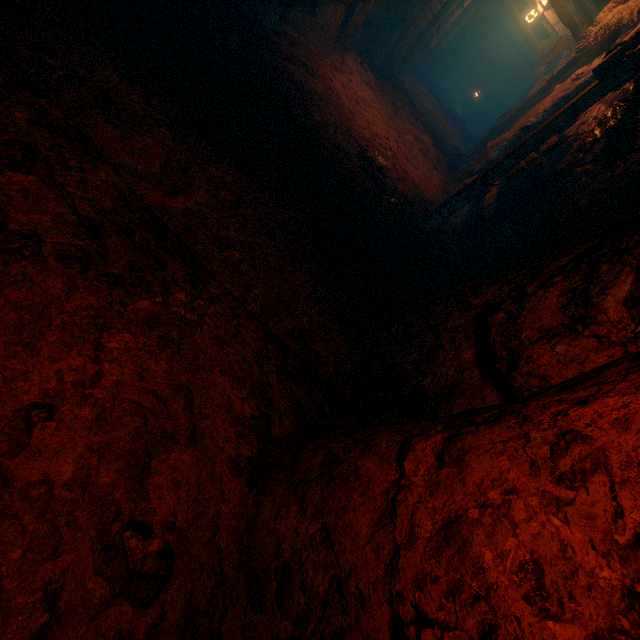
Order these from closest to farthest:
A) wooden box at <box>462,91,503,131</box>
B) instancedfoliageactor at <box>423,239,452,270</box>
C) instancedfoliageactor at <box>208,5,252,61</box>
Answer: instancedfoliageactor at <box>208,5,252,61</box> < instancedfoliageactor at <box>423,239,452,270</box> < wooden box at <box>462,91,503,131</box>

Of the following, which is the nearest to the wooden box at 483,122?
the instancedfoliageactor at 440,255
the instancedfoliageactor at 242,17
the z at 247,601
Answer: the z at 247,601

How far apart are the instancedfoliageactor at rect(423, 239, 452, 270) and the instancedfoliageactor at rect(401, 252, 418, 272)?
0.8m

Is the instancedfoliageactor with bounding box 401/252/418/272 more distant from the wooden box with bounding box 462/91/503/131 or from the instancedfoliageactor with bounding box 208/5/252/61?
the wooden box with bounding box 462/91/503/131

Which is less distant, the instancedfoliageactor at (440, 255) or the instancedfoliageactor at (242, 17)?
the instancedfoliageactor at (242, 17)

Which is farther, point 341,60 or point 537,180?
point 341,60

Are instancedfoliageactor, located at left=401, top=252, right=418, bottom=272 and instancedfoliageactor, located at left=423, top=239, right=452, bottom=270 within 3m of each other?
yes

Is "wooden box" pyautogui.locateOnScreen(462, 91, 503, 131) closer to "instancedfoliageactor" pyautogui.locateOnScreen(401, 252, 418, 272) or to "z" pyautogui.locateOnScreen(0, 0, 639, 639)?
"z" pyautogui.locateOnScreen(0, 0, 639, 639)
